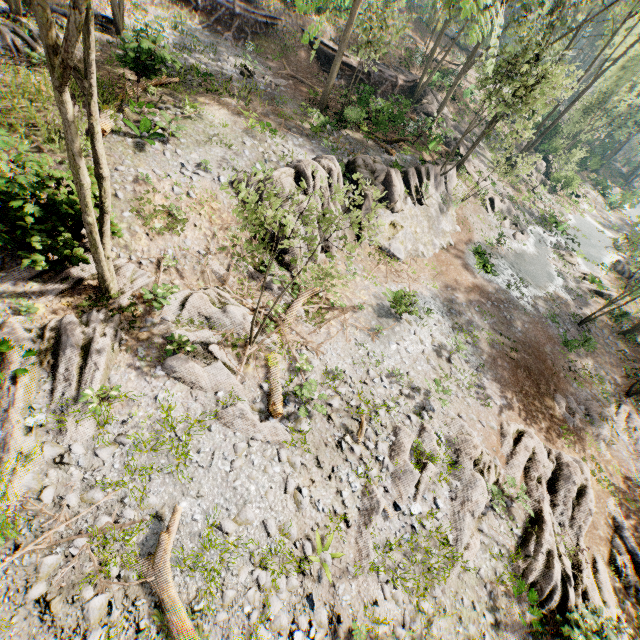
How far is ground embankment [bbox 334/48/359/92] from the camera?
26.7 meters

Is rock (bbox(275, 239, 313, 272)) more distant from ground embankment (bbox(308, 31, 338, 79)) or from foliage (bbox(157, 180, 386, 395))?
ground embankment (bbox(308, 31, 338, 79))

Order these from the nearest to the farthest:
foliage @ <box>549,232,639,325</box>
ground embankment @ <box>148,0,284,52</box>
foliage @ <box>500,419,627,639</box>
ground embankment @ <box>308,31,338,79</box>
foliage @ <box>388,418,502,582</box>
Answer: foliage @ <box>500,419,627,639</box>, foliage @ <box>388,418,502,582</box>, foliage @ <box>549,232,639,325</box>, ground embankment @ <box>148,0,284,52</box>, ground embankment @ <box>308,31,338,79</box>

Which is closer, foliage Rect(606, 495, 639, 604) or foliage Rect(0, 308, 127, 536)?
foliage Rect(0, 308, 127, 536)

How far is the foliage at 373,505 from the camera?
8.6m

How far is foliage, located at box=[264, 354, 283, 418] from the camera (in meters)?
10.12

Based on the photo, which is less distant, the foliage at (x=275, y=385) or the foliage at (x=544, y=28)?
the foliage at (x=275, y=385)

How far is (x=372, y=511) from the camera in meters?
9.5
